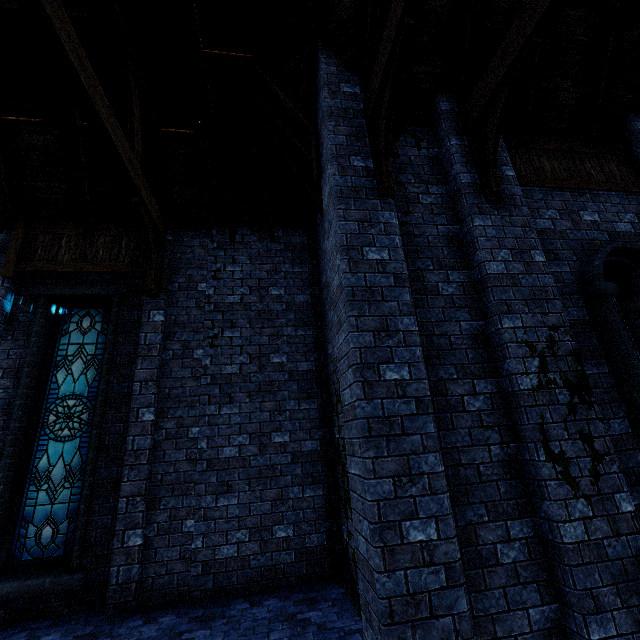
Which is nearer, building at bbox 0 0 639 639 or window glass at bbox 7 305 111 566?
building at bbox 0 0 639 639

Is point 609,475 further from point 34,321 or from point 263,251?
point 34,321

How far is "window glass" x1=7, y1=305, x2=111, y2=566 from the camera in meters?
5.4 m

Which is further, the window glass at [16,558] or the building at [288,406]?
the window glass at [16,558]

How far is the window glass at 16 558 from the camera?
5.45m
